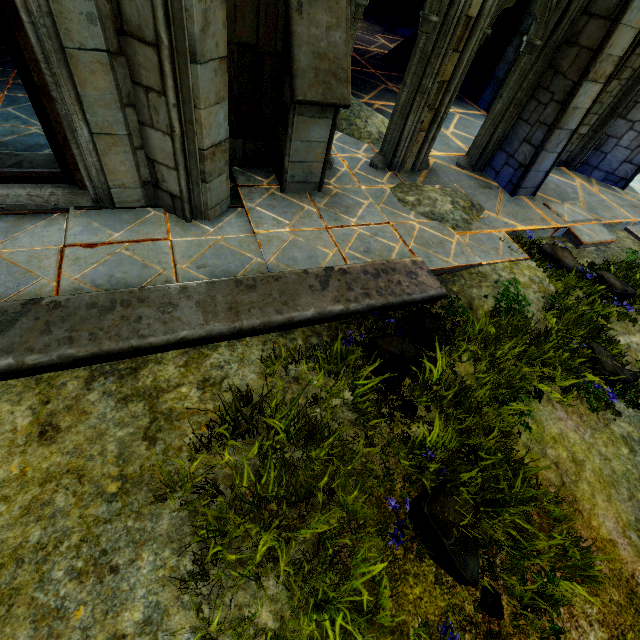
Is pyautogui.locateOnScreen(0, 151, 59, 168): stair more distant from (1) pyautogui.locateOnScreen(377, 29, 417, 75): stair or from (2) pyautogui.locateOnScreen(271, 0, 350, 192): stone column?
(1) pyautogui.locateOnScreen(377, 29, 417, 75): stair

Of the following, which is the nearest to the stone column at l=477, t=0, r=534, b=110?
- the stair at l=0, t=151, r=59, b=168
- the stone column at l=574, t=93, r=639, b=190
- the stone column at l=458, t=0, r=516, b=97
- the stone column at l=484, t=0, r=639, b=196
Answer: the stone column at l=458, t=0, r=516, b=97

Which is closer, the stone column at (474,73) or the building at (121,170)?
the building at (121,170)

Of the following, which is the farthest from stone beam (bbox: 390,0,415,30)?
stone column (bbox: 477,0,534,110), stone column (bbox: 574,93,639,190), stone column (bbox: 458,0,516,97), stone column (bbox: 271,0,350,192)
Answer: stone column (bbox: 271,0,350,192)

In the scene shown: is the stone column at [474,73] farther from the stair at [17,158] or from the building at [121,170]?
the stair at [17,158]

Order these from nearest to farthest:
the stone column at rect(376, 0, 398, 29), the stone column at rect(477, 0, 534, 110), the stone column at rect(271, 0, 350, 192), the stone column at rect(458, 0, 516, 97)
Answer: the stone column at rect(271, 0, 350, 192)
the stone column at rect(477, 0, 534, 110)
the stone column at rect(458, 0, 516, 97)
the stone column at rect(376, 0, 398, 29)

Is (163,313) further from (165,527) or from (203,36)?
(203,36)

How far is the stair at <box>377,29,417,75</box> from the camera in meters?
11.0 m
